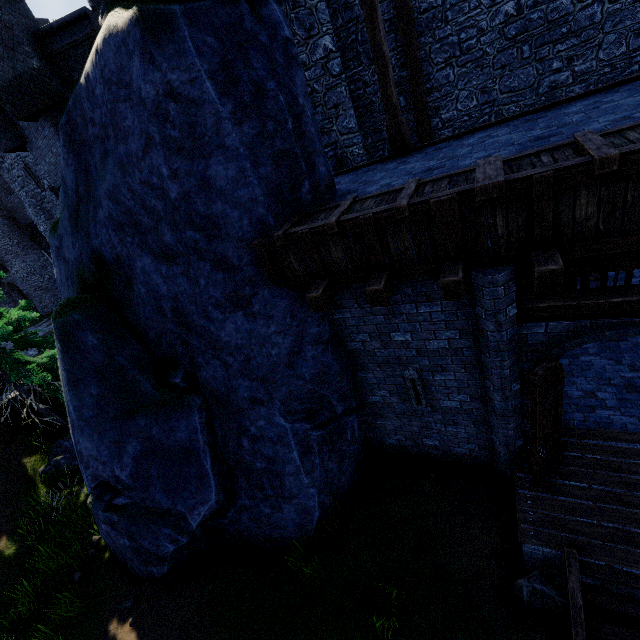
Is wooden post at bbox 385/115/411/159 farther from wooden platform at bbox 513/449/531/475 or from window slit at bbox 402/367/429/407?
wooden platform at bbox 513/449/531/475

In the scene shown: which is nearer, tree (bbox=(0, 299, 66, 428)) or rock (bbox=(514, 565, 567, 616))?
rock (bbox=(514, 565, 567, 616))

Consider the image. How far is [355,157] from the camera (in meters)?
9.31

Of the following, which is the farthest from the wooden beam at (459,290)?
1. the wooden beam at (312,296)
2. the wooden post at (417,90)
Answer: the wooden post at (417,90)

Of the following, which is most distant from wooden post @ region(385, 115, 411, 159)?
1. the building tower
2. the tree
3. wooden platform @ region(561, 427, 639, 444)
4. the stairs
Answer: the tree

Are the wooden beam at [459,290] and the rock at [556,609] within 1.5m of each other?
no

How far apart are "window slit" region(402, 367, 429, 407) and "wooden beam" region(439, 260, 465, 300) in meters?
1.9 m

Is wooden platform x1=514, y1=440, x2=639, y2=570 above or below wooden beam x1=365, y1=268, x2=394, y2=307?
below
